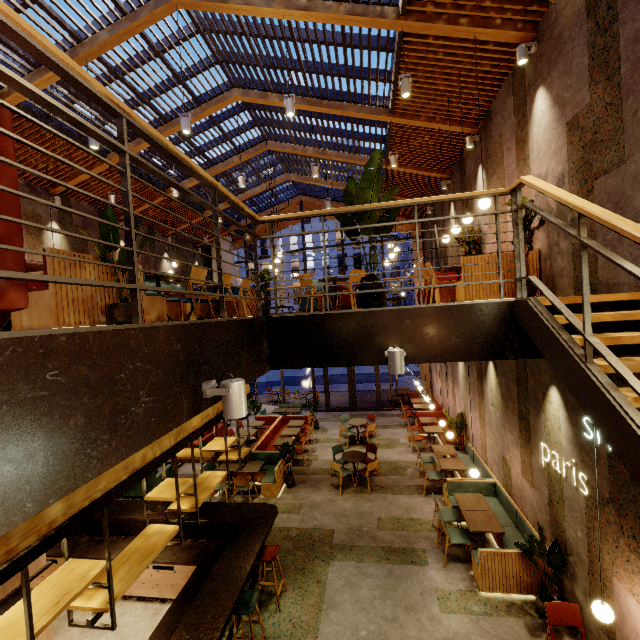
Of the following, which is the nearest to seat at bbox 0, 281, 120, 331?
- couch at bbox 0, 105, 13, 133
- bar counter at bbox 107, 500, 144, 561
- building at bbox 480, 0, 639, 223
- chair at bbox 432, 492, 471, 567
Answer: building at bbox 480, 0, 639, 223

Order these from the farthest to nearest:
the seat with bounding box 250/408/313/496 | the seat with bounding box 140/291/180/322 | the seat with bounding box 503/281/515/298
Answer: the seat with bounding box 250/408/313/496 < the seat with bounding box 503/281/515/298 < the seat with bounding box 140/291/180/322

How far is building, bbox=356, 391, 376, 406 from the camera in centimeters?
1745cm

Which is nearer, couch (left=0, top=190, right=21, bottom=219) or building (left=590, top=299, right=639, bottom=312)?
couch (left=0, top=190, right=21, bottom=219)

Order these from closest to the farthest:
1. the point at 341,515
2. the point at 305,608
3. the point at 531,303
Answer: the point at 531,303 < the point at 305,608 < the point at 341,515

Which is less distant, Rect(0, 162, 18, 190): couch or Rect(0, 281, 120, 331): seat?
Rect(0, 162, 18, 190): couch

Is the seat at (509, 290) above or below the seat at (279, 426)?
above

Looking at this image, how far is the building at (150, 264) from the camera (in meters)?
13.35
